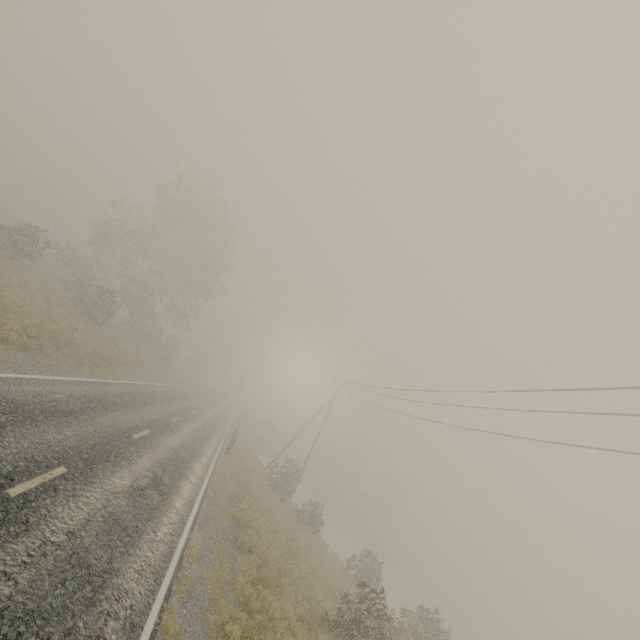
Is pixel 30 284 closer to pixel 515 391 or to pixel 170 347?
pixel 170 347
